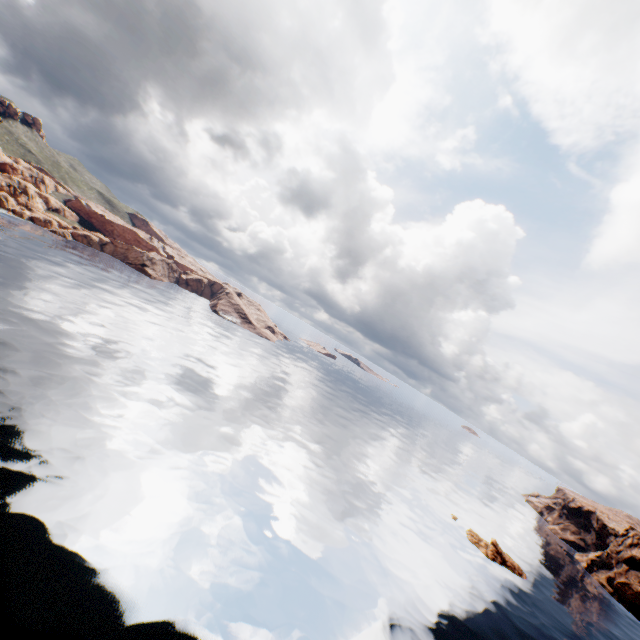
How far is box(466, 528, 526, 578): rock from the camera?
53.8m

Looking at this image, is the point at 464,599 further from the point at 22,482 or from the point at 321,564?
the point at 22,482

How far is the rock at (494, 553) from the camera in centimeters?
5381cm
